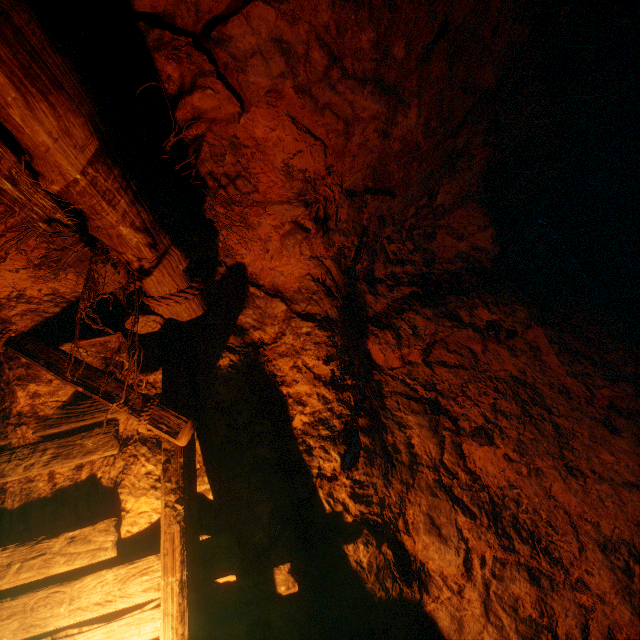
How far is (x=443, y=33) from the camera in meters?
2.2 m

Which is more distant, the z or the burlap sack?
the burlap sack

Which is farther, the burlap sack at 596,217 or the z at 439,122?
the burlap sack at 596,217
